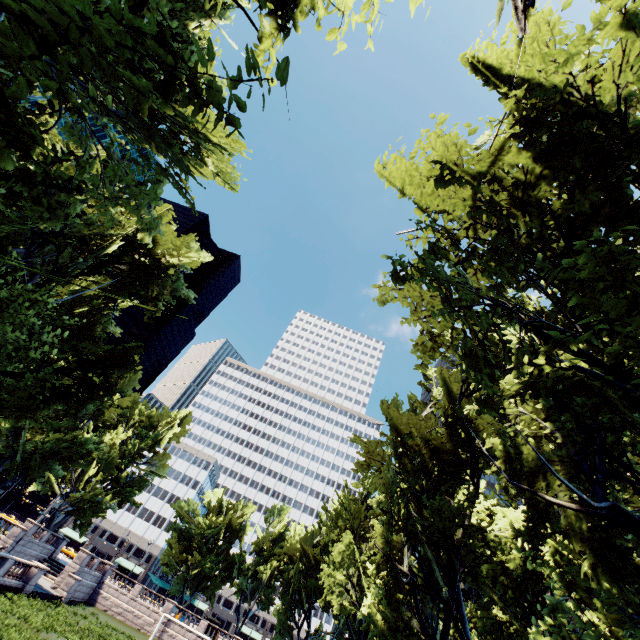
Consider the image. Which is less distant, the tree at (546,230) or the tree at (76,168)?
the tree at (76,168)

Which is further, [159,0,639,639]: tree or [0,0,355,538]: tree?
[159,0,639,639]: tree

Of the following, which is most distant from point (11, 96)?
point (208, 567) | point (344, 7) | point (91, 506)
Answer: point (208, 567)
